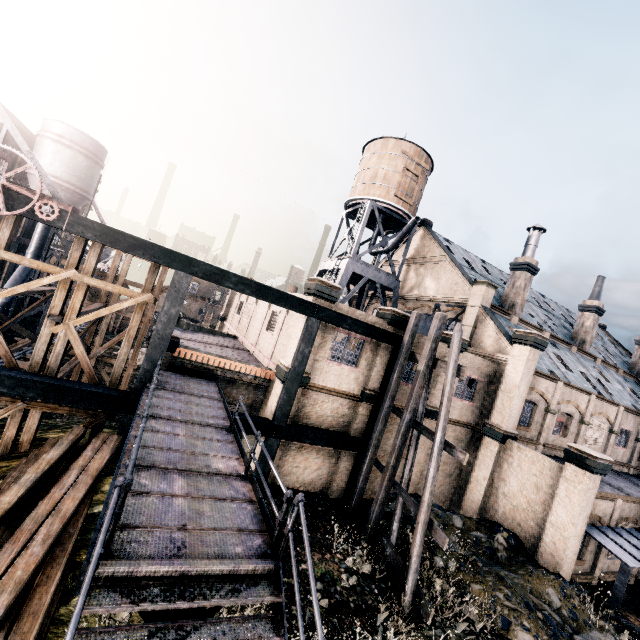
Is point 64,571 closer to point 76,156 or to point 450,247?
point 76,156

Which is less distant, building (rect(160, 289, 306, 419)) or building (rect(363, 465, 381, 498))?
building (rect(160, 289, 306, 419))

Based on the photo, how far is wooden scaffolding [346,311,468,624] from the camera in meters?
11.2

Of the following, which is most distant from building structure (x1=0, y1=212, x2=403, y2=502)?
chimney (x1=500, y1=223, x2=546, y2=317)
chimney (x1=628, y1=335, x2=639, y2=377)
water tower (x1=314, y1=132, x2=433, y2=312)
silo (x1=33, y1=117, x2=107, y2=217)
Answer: chimney (x1=628, y1=335, x2=639, y2=377)

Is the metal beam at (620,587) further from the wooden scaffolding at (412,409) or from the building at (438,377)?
the wooden scaffolding at (412,409)

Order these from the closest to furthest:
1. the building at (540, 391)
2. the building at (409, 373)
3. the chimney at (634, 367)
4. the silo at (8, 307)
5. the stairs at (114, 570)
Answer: the stairs at (114, 570), the building at (540, 391), the building at (409, 373), the silo at (8, 307), the chimney at (634, 367)

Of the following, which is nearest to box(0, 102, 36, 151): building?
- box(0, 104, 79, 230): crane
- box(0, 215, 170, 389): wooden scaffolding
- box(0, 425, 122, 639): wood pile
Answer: box(0, 215, 170, 389): wooden scaffolding

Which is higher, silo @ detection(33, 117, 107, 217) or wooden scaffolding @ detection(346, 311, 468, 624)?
silo @ detection(33, 117, 107, 217)
